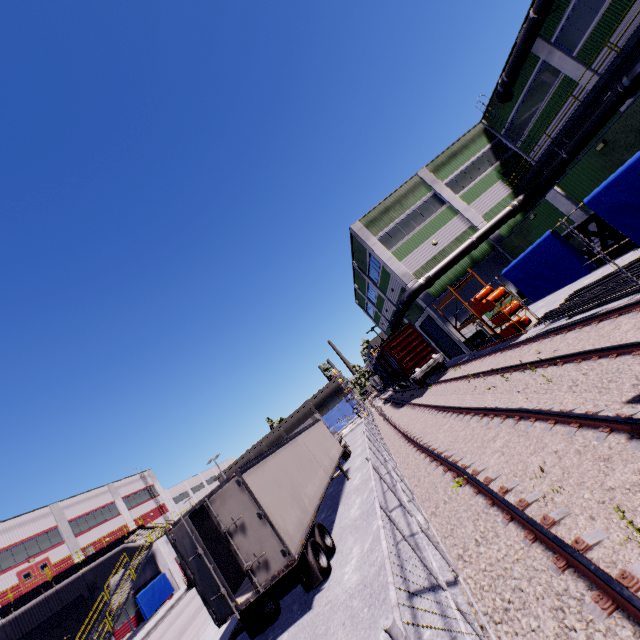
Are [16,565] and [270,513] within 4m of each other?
no

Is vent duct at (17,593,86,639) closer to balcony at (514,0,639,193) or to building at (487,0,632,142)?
building at (487,0,632,142)

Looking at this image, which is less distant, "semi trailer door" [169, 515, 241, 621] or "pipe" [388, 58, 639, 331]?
"semi trailer door" [169, 515, 241, 621]

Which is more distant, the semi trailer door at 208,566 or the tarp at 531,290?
the tarp at 531,290

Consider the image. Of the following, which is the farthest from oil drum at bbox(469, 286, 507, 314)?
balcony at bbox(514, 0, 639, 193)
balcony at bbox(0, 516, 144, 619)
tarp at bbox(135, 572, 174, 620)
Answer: tarp at bbox(135, 572, 174, 620)

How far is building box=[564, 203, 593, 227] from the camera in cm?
1880

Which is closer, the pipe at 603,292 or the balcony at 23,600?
the pipe at 603,292

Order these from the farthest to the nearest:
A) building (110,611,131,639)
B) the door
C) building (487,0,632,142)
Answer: building (110,611,131,639) → the door → building (487,0,632,142)
